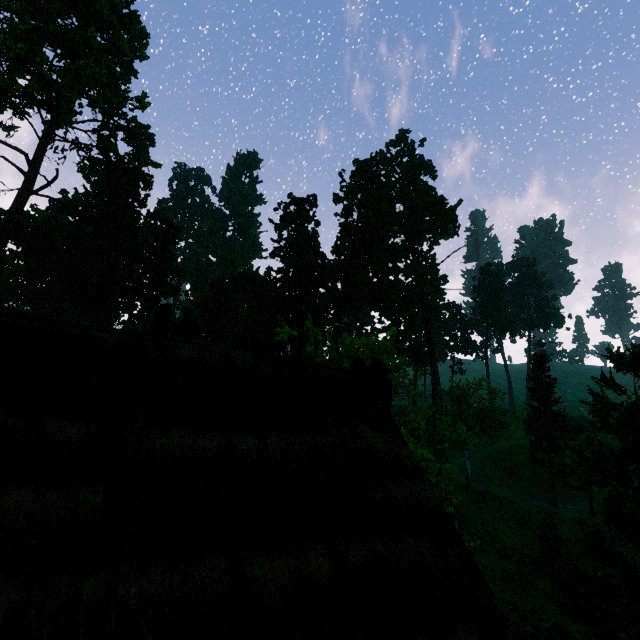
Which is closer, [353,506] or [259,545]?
[259,545]

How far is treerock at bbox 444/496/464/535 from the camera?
7.22m

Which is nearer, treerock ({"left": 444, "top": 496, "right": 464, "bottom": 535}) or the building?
the building

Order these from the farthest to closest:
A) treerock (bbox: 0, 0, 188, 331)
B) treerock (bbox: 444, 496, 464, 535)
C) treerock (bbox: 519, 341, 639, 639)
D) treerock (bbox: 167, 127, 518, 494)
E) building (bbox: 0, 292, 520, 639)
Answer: treerock (bbox: 0, 0, 188, 331) < treerock (bbox: 167, 127, 518, 494) < treerock (bbox: 444, 496, 464, 535) < treerock (bbox: 519, 341, 639, 639) < building (bbox: 0, 292, 520, 639)

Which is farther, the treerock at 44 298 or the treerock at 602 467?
the treerock at 44 298
